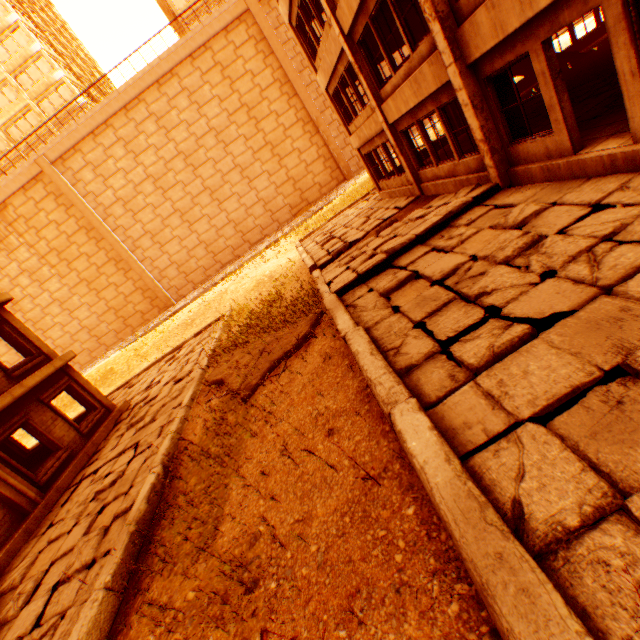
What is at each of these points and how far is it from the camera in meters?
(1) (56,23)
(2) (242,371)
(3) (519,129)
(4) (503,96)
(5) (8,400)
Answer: (1) building, 46.5 m
(2) floor rubble, 8.9 m
(3) concrete beam, 7.4 m
(4) concrete beam, 7.2 m
(5) wall corner piece, 10.2 m

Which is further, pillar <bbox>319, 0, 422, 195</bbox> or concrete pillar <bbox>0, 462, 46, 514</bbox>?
pillar <bbox>319, 0, 422, 195</bbox>

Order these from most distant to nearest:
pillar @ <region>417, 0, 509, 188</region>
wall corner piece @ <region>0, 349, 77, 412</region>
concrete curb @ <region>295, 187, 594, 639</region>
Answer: wall corner piece @ <region>0, 349, 77, 412</region> → pillar @ <region>417, 0, 509, 188</region> → concrete curb @ <region>295, 187, 594, 639</region>

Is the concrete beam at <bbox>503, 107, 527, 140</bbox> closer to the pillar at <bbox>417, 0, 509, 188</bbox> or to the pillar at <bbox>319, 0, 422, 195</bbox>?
the pillar at <bbox>417, 0, 509, 188</bbox>

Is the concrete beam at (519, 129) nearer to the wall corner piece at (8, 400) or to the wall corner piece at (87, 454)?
the wall corner piece at (87, 454)

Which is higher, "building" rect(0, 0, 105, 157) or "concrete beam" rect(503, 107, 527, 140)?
"building" rect(0, 0, 105, 157)

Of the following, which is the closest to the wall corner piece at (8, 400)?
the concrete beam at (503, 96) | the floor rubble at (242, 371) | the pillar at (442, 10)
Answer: the floor rubble at (242, 371)

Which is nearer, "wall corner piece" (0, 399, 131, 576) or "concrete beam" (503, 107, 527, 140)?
"concrete beam" (503, 107, 527, 140)
